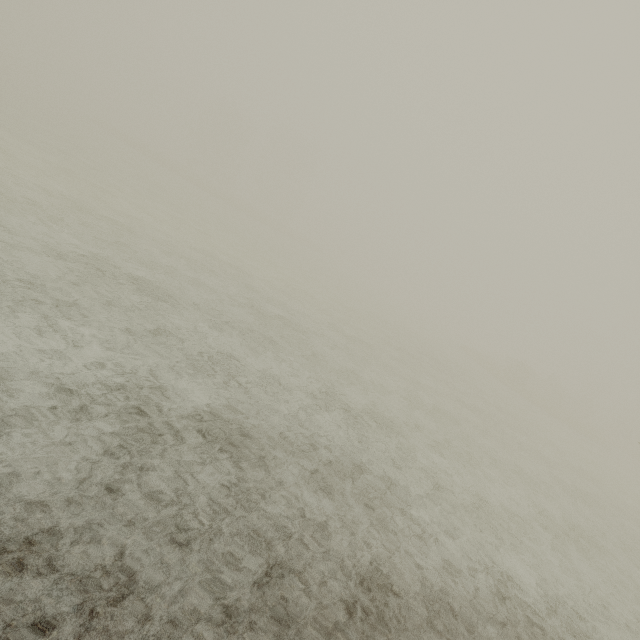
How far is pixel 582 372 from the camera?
56.5 meters
